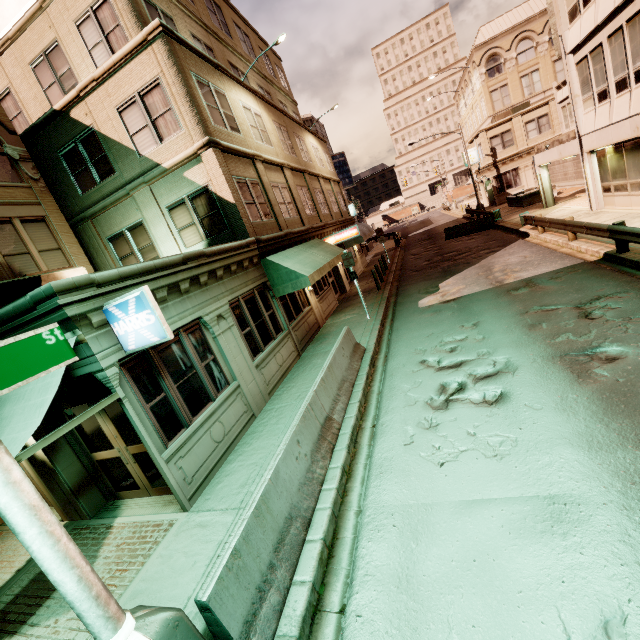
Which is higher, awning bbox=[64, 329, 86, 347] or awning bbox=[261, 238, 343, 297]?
awning bbox=[64, 329, 86, 347]

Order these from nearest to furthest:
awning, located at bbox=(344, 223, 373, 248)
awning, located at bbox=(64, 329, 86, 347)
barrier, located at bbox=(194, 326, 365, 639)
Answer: barrier, located at bbox=(194, 326, 365, 639) → awning, located at bbox=(64, 329, 86, 347) → awning, located at bbox=(344, 223, 373, 248)

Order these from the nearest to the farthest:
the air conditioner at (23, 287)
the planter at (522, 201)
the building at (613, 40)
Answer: Result:
1. the air conditioner at (23, 287)
2. the building at (613, 40)
3. the planter at (522, 201)

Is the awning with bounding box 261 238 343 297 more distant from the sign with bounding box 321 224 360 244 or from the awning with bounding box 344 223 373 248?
the awning with bounding box 344 223 373 248

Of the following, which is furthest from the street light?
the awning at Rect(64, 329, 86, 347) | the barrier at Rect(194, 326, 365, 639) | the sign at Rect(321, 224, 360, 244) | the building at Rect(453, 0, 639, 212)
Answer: the sign at Rect(321, 224, 360, 244)

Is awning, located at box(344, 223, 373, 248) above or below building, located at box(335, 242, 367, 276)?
above

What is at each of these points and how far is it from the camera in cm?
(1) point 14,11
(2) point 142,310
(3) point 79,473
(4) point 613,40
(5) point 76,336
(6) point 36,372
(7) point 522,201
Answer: (1) sign, 1177
(2) sign, 545
(3) building, 741
(4) building, 1241
(5) awning, 527
(6) sign, 255
(7) planter, 2744

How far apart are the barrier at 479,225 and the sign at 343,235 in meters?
12.0 m
